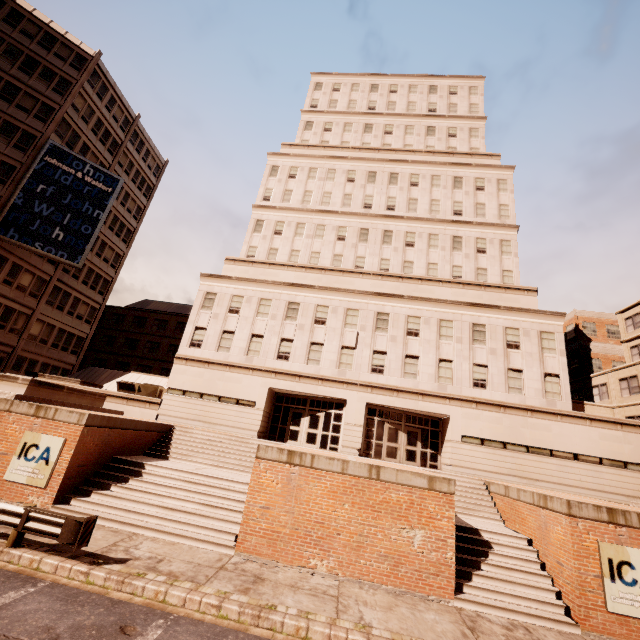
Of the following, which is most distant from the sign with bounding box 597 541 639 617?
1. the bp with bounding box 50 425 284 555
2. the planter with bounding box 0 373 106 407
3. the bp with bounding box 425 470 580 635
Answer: the planter with bounding box 0 373 106 407

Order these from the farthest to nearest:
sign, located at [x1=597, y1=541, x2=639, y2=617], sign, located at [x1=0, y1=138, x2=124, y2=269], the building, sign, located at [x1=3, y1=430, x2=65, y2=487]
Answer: sign, located at [x1=0, y1=138, x2=124, y2=269] < the building < sign, located at [x1=3, y1=430, x2=65, y2=487] < sign, located at [x1=597, y1=541, x2=639, y2=617]

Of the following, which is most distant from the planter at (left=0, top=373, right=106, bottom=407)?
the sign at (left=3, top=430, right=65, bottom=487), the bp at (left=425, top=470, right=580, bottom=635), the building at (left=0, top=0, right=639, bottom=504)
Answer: the bp at (left=425, top=470, right=580, bottom=635)

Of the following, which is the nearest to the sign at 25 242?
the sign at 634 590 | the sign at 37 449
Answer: the sign at 37 449

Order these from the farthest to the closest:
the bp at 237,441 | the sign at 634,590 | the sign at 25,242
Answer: the sign at 25,242
the bp at 237,441
the sign at 634,590

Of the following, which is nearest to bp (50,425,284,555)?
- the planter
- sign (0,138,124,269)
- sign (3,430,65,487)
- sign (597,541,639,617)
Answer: sign (3,430,65,487)

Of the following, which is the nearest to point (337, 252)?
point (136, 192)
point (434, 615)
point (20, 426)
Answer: point (20, 426)

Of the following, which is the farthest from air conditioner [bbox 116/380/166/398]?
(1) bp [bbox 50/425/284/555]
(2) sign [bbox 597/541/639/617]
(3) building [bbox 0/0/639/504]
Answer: (2) sign [bbox 597/541/639/617]
